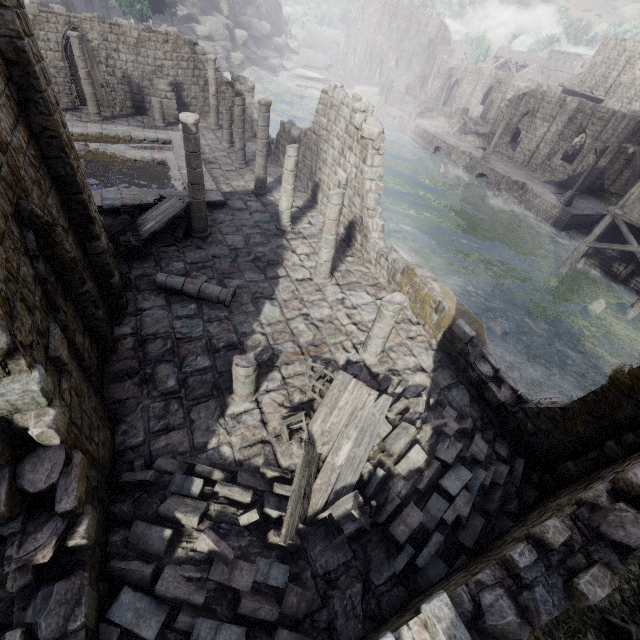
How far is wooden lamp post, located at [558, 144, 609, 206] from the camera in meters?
24.5

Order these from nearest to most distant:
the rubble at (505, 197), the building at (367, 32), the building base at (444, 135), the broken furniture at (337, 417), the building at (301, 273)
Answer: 1. the building at (301, 273)
2. the broken furniture at (337, 417)
3. the building base at (444, 135)
4. the rubble at (505, 197)
5. the building at (367, 32)

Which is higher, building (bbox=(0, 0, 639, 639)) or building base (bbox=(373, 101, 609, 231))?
building (bbox=(0, 0, 639, 639))

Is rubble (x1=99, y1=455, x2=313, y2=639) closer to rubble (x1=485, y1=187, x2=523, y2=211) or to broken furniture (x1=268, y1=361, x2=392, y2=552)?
broken furniture (x1=268, y1=361, x2=392, y2=552)

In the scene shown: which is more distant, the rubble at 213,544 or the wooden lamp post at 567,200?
the wooden lamp post at 567,200

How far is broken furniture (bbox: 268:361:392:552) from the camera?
5.89m

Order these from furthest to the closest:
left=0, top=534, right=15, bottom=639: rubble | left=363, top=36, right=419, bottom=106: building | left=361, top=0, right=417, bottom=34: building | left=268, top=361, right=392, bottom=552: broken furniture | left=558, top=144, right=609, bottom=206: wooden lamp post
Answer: left=361, top=0, right=417, bottom=34: building
left=363, top=36, right=419, bottom=106: building
left=558, top=144, right=609, bottom=206: wooden lamp post
left=268, top=361, right=392, bottom=552: broken furniture
left=0, top=534, right=15, bottom=639: rubble

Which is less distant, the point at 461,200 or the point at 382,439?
the point at 382,439
